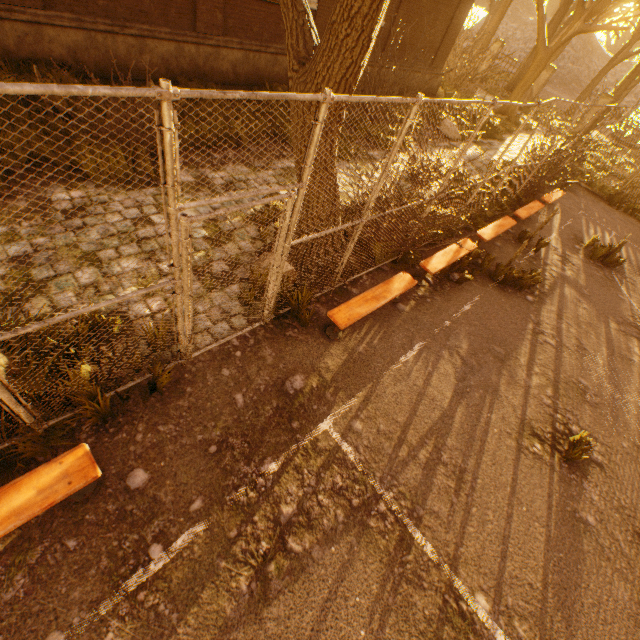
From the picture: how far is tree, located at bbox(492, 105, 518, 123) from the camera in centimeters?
1827cm

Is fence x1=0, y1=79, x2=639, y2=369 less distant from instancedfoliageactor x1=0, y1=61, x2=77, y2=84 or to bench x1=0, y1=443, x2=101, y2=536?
bench x1=0, y1=443, x2=101, y2=536

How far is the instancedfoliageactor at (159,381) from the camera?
3.4 meters

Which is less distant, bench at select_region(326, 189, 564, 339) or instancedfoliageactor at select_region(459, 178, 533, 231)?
bench at select_region(326, 189, 564, 339)

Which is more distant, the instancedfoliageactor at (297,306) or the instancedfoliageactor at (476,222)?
the instancedfoliageactor at (476,222)

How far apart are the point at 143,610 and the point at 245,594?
0.8m

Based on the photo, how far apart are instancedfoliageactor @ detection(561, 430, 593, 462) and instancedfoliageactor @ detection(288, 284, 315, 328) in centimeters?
418cm

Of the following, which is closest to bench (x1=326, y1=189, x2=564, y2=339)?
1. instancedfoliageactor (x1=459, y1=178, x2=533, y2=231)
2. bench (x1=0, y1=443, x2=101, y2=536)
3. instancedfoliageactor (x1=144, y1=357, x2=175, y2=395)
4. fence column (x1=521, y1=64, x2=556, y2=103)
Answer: instancedfoliageactor (x1=459, y1=178, x2=533, y2=231)
